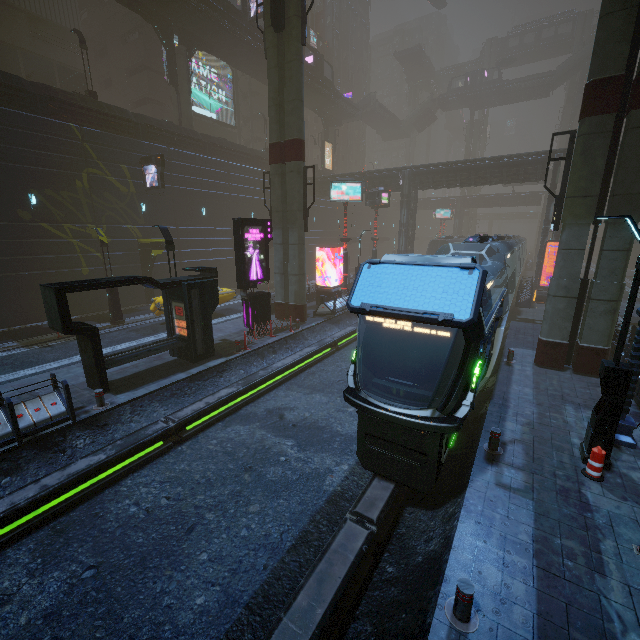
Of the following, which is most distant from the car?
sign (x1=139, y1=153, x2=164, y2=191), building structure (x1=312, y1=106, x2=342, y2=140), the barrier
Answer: building structure (x1=312, y1=106, x2=342, y2=140)

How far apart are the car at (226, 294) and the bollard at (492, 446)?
16.54m

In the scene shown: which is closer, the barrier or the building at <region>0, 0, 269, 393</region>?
the building at <region>0, 0, 269, 393</region>

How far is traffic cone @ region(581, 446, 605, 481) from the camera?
7.0m

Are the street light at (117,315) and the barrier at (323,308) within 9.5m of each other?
no

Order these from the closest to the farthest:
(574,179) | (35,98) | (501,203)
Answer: (574,179) < (35,98) < (501,203)

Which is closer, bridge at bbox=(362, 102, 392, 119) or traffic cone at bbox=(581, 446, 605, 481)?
traffic cone at bbox=(581, 446, 605, 481)

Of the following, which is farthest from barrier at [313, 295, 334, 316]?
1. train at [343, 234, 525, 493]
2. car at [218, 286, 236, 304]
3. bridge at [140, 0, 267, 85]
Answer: bridge at [140, 0, 267, 85]
